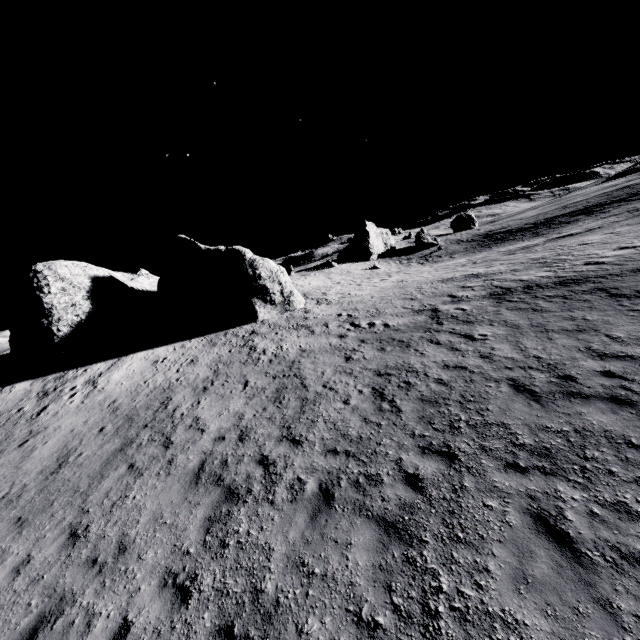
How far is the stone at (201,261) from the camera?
20.22m

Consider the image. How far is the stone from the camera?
20.2m

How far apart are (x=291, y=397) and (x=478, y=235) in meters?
59.6 m
